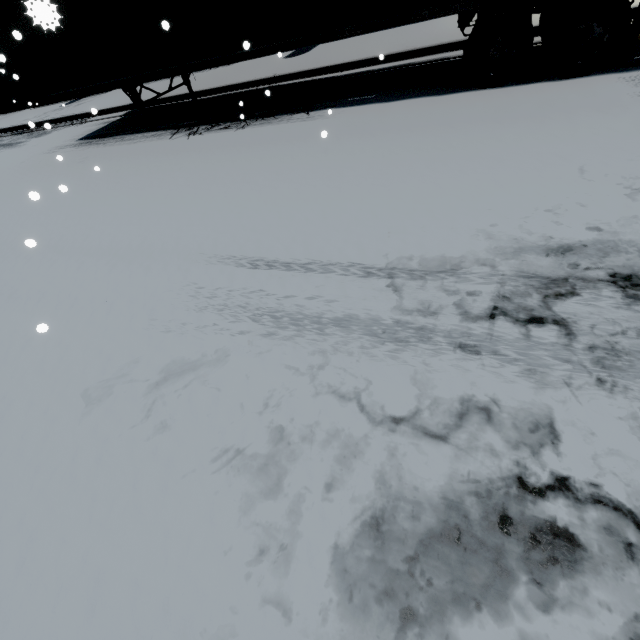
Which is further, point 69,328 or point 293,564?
point 69,328

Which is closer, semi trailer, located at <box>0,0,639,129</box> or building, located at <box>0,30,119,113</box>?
semi trailer, located at <box>0,0,639,129</box>

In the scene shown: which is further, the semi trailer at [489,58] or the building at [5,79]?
the building at [5,79]
